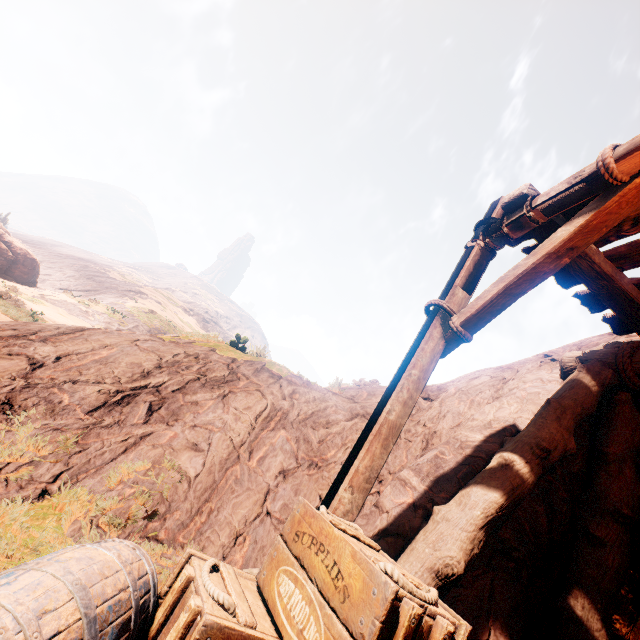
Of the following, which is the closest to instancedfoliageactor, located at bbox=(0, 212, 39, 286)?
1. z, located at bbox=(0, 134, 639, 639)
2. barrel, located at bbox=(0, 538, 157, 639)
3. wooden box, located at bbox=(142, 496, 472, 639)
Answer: z, located at bbox=(0, 134, 639, 639)

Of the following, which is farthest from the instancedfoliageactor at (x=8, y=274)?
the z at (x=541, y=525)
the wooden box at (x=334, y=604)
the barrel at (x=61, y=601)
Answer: the wooden box at (x=334, y=604)

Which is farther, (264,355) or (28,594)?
(264,355)

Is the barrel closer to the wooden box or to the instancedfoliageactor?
the wooden box

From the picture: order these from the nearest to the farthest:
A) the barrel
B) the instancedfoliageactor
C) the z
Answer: the barrel, the z, the instancedfoliageactor

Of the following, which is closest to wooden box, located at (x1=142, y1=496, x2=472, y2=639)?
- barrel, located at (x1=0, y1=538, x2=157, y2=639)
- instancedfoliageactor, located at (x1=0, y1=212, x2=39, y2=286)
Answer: barrel, located at (x1=0, y1=538, x2=157, y2=639)

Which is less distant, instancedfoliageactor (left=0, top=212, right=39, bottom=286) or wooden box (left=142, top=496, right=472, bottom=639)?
wooden box (left=142, top=496, right=472, bottom=639)

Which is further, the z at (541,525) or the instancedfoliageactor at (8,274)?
the instancedfoliageactor at (8,274)
